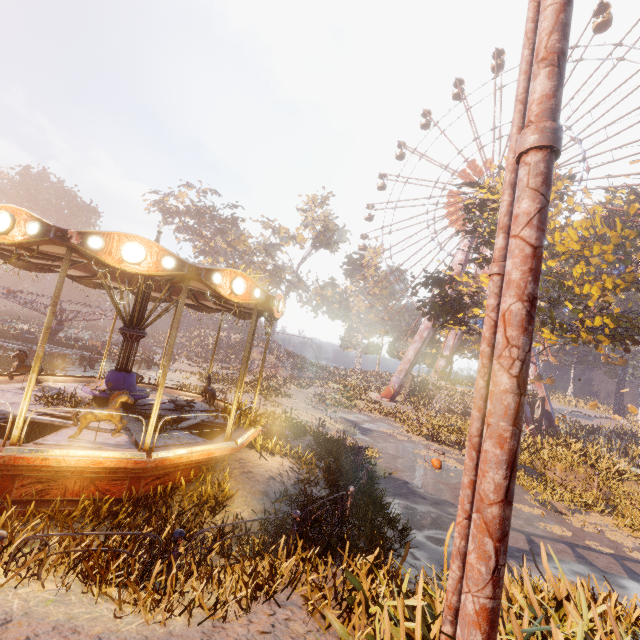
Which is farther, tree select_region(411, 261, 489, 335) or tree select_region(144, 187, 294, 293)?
tree select_region(144, 187, 294, 293)

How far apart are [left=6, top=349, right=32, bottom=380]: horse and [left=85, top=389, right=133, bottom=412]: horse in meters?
4.5

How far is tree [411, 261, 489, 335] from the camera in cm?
2056

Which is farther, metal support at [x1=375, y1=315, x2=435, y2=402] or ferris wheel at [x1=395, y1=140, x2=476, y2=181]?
ferris wheel at [x1=395, y1=140, x2=476, y2=181]

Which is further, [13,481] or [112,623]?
[13,481]

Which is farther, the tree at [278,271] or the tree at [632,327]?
the tree at [278,271]

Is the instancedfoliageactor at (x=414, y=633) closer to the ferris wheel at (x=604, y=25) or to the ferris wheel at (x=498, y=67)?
the ferris wheel at (x=498, y=67)

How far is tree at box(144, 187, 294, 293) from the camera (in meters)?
47.09
